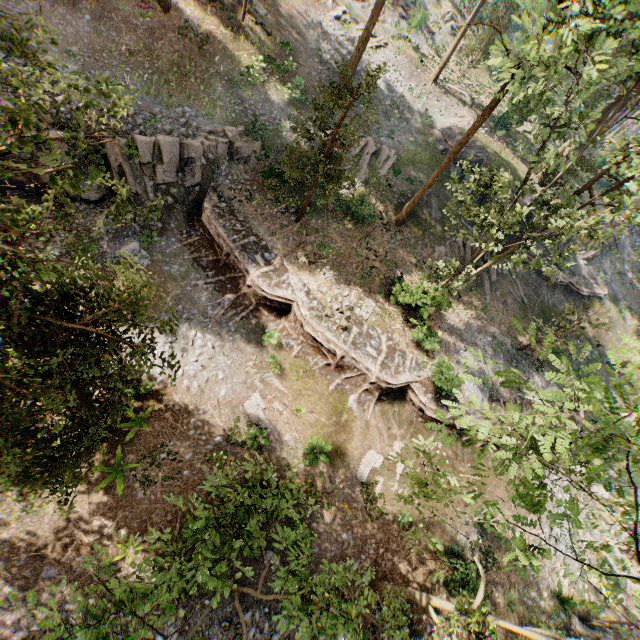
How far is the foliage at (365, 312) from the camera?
19.7 meters

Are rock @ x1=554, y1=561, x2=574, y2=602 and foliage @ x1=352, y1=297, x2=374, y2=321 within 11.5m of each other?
no

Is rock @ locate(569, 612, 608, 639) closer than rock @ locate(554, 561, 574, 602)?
Yes

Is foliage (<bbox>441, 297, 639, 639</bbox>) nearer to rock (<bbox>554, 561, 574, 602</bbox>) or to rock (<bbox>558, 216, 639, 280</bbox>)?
rock (<bbox>558, 216, 639, 280</bbox>)

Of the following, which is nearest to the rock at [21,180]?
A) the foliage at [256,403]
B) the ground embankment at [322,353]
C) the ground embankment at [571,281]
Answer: the ground embankment at [322,353]

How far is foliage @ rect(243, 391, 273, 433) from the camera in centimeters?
1600cm

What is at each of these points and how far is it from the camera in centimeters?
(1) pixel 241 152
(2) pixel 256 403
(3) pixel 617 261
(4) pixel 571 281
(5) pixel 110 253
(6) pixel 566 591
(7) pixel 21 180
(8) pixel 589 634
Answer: (1) rock, 2031cm
(2) foliage, 1634cm
(3) rock, 3856cm
(4) ground embankment, 3120cm
(5) rock, 1684cm
(6) rock, 1958cm
(7) rock, 1472cm
(8) rock, 1842cm

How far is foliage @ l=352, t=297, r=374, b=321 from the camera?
19.70m
